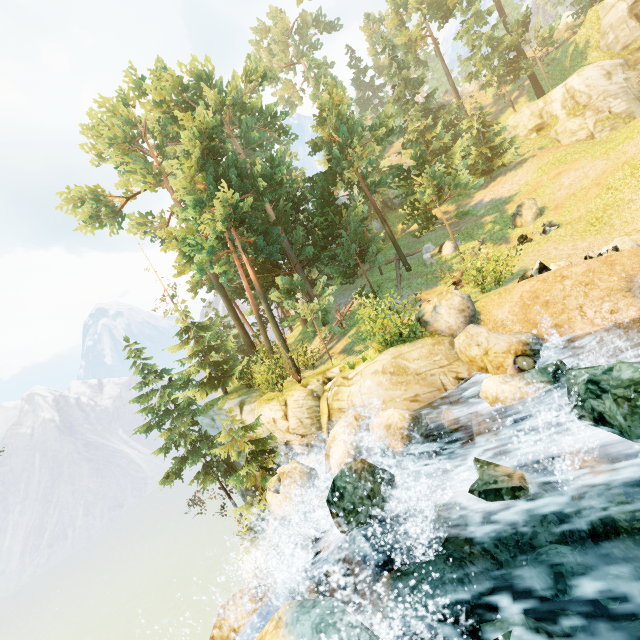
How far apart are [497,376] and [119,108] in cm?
3344

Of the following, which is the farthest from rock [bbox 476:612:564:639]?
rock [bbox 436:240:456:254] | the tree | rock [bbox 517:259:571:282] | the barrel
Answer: rock [bbox 436:240:456:254]

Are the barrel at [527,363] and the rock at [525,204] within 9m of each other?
no

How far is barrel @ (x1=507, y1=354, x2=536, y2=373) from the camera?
9.4 meters

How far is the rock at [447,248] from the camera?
22.81m

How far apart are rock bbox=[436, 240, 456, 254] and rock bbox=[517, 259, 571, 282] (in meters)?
10.07

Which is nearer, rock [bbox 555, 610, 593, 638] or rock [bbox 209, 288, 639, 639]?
rock [bbox 555, 610, 593, 638]

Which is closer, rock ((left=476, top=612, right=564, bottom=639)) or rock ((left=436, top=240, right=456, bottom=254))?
rock ((left=476, top=612, right=564, bottom=639))
